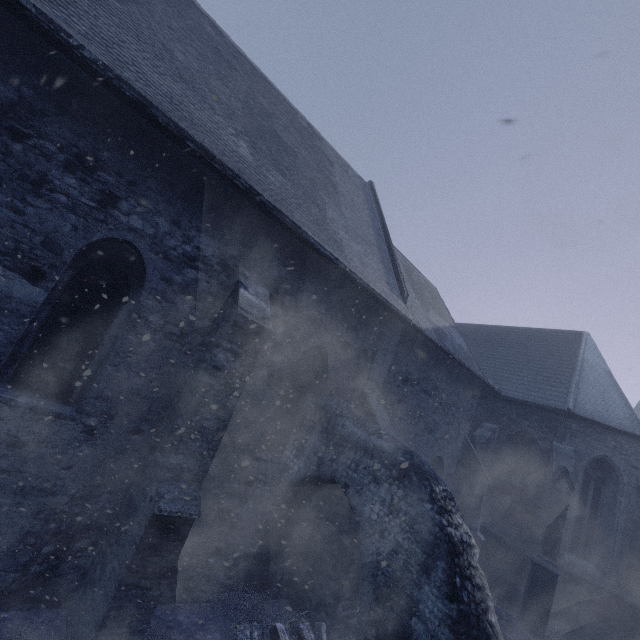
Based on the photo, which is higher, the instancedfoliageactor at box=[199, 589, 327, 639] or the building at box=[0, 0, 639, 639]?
the building at box=[0, 0, 639, 639]

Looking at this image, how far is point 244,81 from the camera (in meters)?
8.98

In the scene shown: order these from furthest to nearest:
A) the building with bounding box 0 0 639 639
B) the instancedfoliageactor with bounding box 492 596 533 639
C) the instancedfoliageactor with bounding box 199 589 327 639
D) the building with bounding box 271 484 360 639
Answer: the instancedfoliageactor with bounding box 492 596 533 639 < the building with bounding box 271 484 360 639 < the instancedfoliageactor with bounding box 199 589 327 639 < the building with bounding box 0 0 639 639

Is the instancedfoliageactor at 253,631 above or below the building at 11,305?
below

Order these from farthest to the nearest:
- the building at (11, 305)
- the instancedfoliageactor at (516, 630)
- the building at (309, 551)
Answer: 1. the instancedfoliageactor at (516, 630)
2. the building at (309, 551)
3. the building at (11, 305)

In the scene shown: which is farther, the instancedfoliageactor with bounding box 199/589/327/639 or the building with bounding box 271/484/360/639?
the building with bounding box 271/484/360/639
